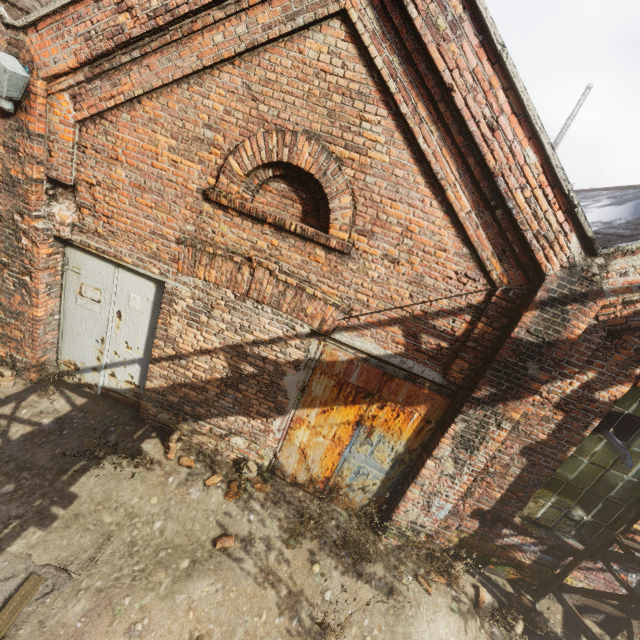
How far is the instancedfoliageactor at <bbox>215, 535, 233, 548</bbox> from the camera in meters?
4.4 m

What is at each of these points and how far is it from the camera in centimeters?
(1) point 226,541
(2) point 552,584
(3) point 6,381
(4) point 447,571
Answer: (1) instancedfoliageactor, 441cm
(2) scaffolding, 498cm
(3) instancedfoliageactor, 505cm
(4) instancedfoliageactor, 491cm

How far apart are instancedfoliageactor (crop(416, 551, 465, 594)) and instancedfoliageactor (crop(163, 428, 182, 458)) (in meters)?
4.35

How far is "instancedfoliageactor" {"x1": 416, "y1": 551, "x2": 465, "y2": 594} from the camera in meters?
4.5

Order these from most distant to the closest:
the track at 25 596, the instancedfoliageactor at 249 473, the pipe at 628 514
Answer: the instancedfoliageactor at 249 473 < the pipe at 628 514 < the track at 25 596

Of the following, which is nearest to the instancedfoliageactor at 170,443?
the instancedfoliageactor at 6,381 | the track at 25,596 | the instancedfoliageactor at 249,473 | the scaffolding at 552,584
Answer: the instancedfoliageactor at 249,473

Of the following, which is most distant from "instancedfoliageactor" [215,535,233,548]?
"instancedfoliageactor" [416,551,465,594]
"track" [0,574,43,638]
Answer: "track" [0,574,43,638]

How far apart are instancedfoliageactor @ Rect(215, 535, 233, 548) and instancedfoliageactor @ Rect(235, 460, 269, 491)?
0.5m
